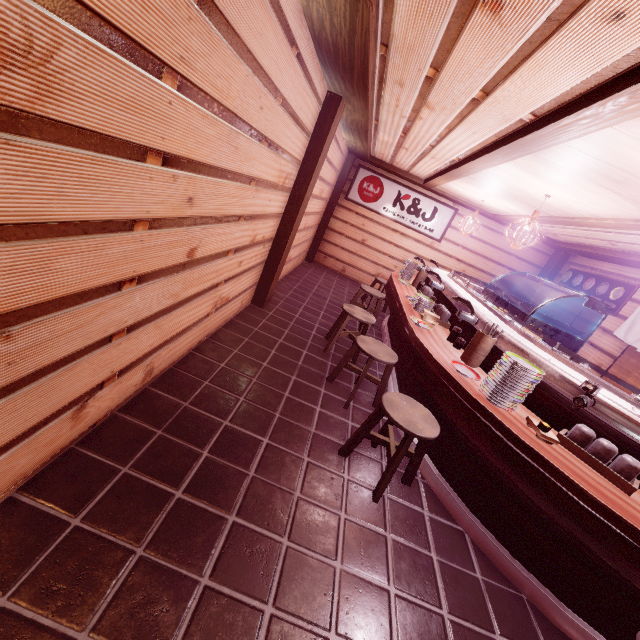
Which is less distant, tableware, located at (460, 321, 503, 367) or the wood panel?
the wood panel

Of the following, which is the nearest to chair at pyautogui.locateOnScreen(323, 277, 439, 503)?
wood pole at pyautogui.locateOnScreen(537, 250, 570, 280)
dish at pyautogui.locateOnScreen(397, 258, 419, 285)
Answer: dish at pyautogui.locateOnScreen(397, 258, 419, 285)

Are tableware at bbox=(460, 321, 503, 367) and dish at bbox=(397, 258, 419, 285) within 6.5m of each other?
yes

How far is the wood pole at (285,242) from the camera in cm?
691

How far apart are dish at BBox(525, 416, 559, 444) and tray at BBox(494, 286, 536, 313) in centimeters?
374cm

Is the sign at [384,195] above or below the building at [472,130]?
below

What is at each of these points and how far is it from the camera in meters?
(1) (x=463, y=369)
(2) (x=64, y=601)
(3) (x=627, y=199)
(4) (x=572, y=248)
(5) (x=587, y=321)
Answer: (1) dish, 4.8 m
(2) building, 2.4 m
(3) wood panel, 5.6 m
(4) wood bar, 12.5 m
(5) building, 11.7 m

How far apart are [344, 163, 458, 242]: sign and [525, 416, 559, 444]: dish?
12.52m
